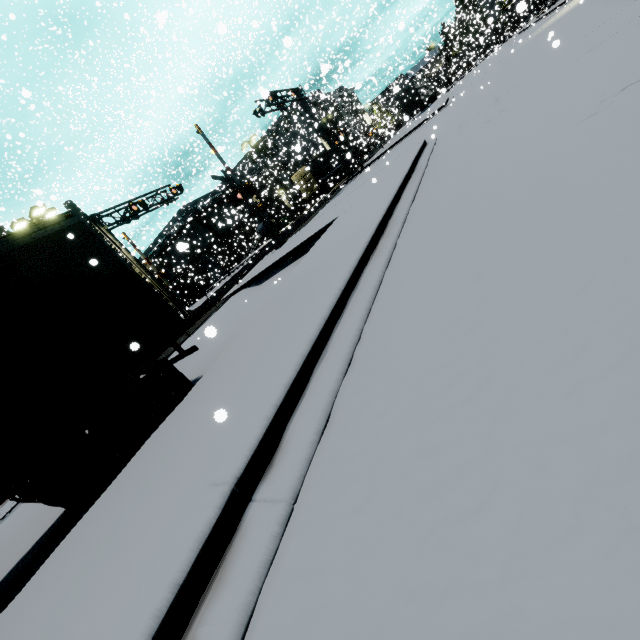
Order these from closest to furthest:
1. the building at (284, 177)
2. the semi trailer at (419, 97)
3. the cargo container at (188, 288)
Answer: the building at (284, 177) < the semi trailer at (419, 97) < the cargo container at (188, 288)

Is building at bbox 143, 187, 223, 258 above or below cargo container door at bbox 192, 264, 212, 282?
above

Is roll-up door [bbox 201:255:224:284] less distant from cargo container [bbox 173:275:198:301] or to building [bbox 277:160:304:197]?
building [bbox 277:160:304:197]

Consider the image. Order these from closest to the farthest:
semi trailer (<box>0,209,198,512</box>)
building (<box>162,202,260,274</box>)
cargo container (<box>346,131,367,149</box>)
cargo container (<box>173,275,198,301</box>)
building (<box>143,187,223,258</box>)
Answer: semi trailer (<box>0,209,198,512</box>)
cargo container (<box>346,131,367,149</box>)
building (<box>162,202,260,274</box>)
cargo container (<box>173,275,198,301</box>)
building (<box>143,187,223,258</box>)

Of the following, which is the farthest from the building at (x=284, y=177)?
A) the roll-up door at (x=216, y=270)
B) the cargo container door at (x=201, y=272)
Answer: the cargo container door at (x=201, y=272)

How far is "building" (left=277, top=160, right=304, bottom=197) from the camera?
32.5 meters

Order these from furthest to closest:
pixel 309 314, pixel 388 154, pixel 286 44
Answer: pixel 388 154 < pixel 286 44 < pixel 309 314

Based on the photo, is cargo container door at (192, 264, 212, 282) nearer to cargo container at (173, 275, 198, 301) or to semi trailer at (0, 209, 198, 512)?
cargo container at (173, 275, 198, 301)
